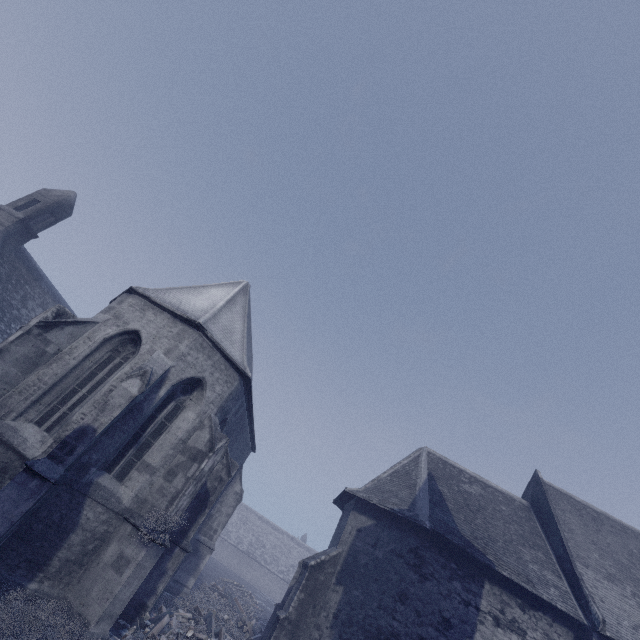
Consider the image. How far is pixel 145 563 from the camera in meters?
8.3 m
